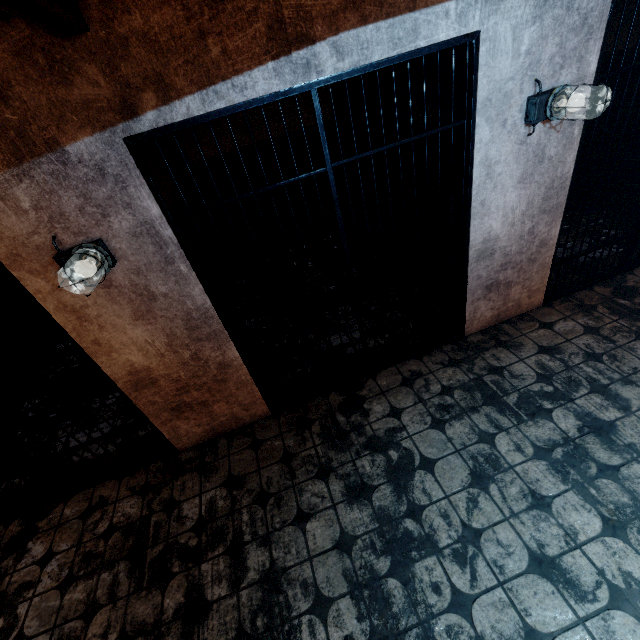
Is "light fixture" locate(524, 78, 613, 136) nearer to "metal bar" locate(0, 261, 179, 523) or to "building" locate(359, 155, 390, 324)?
"building" locate(359, 155, 390, 324)

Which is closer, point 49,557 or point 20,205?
point 20,205

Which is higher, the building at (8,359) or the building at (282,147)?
the building at (282,147)

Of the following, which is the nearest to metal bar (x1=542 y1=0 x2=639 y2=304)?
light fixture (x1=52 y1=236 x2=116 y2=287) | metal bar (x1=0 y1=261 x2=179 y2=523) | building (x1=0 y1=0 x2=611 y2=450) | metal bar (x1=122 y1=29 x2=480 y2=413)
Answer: building (x1=0 y1=0 x2=611 y2=450)

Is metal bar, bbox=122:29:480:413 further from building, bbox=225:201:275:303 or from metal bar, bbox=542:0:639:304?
metal bar, bbox=542:0:639:304

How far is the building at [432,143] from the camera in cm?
292

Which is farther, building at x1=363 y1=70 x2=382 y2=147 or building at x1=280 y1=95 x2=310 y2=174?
building at x1=280 y1=95 x2=310 y2=174
